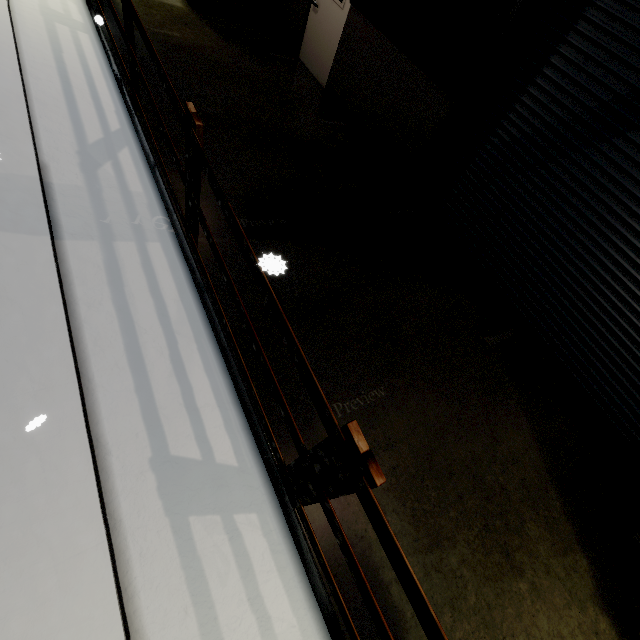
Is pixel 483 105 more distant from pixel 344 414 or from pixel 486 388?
pixel 344 414

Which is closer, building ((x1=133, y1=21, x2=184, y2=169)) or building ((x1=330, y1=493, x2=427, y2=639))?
building ((x1=330, y1=493, x2=427, y2=639))

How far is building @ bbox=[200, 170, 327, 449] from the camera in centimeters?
294cm

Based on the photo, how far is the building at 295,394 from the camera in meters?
2.9 m

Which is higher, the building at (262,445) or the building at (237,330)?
the building at (237,330)

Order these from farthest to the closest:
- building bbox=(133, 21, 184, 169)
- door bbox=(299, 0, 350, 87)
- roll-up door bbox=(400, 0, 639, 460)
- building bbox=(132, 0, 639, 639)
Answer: door bbox=(299, 0, 350, 87) < building bbox=(133, 21, 184, 169) < roll-up door bbox=(400, 0, 639, 460) < building bbox=(132, 0, 639, 639)

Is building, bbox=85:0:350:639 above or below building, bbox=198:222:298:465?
below
